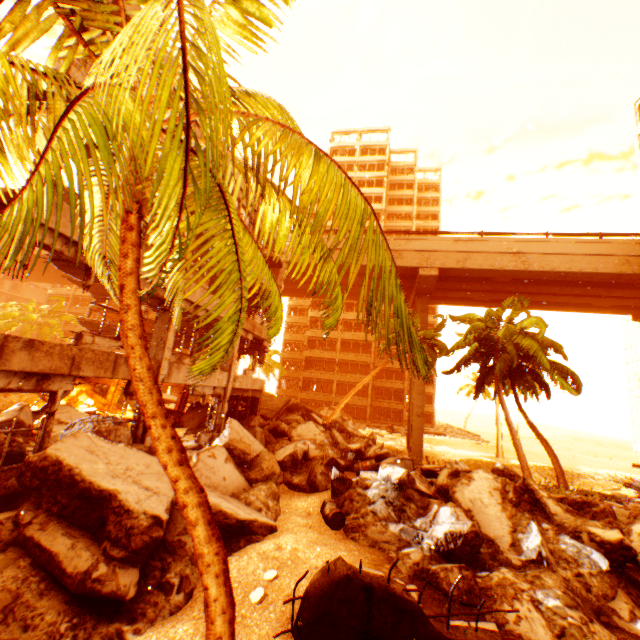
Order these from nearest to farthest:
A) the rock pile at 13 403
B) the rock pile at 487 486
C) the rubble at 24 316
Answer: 1. the rock pile at 487 486
2. the rock pile at 13 403
3. the rubble at 24 316

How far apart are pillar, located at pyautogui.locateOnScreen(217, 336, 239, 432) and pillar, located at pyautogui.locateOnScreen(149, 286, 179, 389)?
4.5 meters

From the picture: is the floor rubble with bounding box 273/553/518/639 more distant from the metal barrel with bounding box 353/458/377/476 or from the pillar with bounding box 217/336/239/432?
the pillar with bounding box 217/336/239/432

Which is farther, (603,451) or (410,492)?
(603,451)

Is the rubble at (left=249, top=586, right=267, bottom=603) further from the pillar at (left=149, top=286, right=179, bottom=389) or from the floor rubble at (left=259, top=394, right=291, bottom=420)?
the pillar at (left=149, top=286, right=179, bottom=389)

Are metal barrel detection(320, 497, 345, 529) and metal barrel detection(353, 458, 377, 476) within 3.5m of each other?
yes

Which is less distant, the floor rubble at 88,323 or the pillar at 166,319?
the pillar at 166,319

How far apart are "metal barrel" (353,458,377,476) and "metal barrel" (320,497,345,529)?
2.89m
